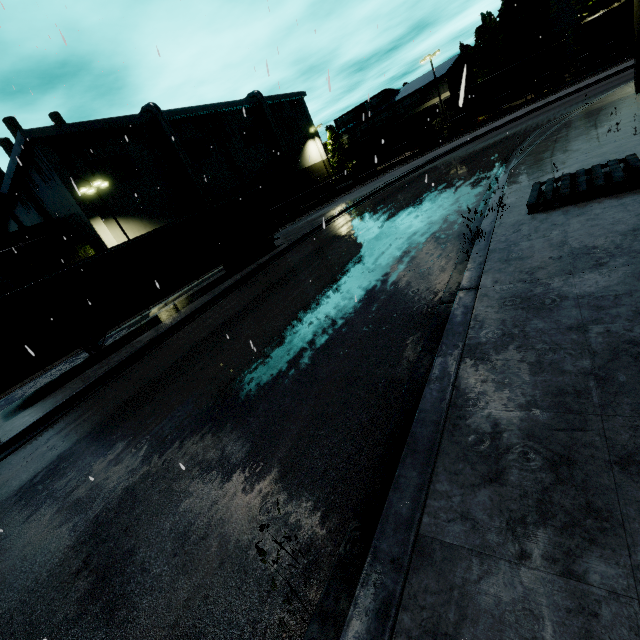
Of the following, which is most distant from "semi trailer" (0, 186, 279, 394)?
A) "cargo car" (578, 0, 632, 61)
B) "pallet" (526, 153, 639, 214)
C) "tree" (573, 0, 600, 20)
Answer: "tree" (573, 0, 600, 20)

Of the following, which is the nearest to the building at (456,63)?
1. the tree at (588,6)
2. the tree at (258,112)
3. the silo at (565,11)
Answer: the tree at (258,112)

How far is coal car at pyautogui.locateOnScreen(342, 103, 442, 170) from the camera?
39.1m

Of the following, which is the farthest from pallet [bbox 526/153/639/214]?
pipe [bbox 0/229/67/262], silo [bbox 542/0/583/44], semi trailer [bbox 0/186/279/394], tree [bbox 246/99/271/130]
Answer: silo [bbox 542/0/583/44]

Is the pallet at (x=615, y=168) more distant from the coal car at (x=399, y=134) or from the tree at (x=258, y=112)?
the coal car at (x=399, y=134)

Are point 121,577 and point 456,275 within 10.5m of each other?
yes

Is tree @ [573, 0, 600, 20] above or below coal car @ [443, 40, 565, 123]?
above

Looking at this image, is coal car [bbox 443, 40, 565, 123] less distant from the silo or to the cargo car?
the cargo car
